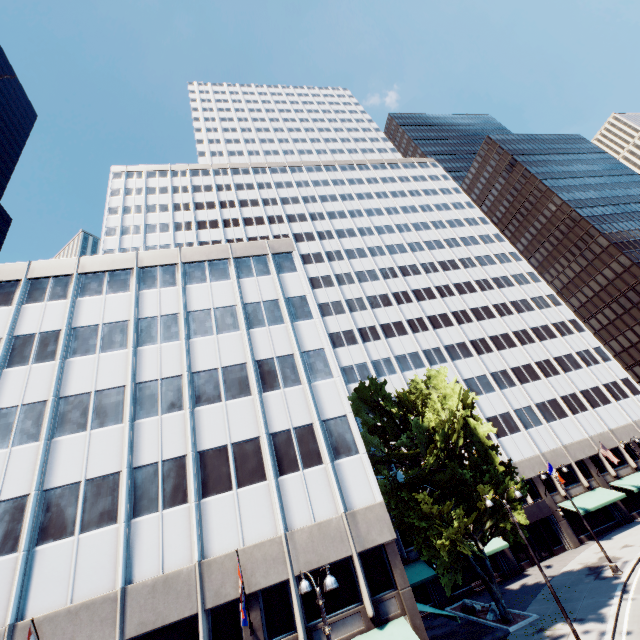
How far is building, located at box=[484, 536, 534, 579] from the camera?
30.8 meters

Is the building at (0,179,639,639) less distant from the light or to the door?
the door

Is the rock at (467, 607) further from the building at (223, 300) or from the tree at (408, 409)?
the tree at (408, 409)

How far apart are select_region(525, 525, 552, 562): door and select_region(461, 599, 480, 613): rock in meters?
10.4 m

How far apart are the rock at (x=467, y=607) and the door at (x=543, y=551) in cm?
1039

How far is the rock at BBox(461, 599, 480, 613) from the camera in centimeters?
2572cm

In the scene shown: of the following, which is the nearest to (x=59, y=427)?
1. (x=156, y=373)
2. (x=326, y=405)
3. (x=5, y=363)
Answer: (x=156, y=373)

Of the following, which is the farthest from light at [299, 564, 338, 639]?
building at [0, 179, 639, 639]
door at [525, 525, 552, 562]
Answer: door at [525, 525, 552, 562]
